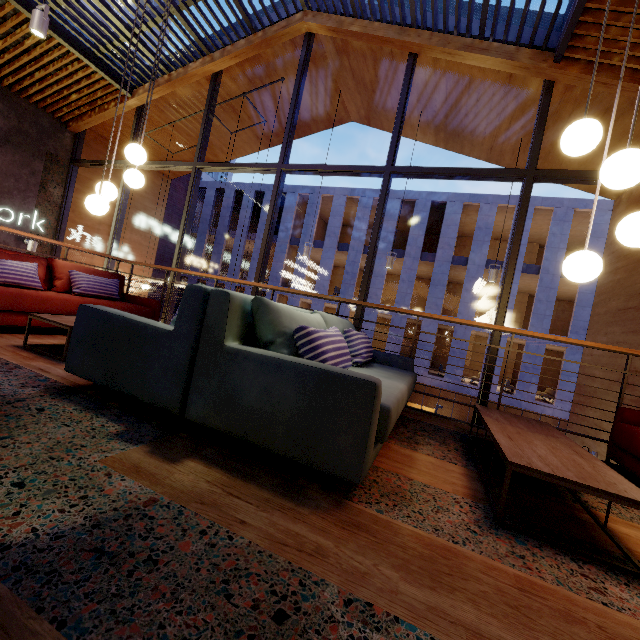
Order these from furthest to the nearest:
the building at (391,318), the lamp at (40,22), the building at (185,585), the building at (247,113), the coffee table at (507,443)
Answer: the building at (391,318)
the building at (247,113)
the lamp at (40,22)
the coffee table at (507,443)
the building at (185,585)

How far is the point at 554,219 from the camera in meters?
18.9 m

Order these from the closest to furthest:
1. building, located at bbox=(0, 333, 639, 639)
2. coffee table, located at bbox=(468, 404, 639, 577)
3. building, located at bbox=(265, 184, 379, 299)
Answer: building, located at bbox=(0, 333, 639, 639)
coffee table, located at bbox=(468, 404, 639, 577)
building, located at bbox=(265, 184, 379, 299)

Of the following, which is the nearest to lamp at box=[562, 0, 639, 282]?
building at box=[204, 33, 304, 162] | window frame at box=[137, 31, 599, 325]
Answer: window frame at box=[137, 31, 599, 325]

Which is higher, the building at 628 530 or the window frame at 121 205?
the window frame at 121 205

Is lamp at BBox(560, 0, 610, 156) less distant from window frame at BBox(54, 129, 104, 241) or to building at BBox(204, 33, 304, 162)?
window frame at BBox(54, 129, 104, 241)

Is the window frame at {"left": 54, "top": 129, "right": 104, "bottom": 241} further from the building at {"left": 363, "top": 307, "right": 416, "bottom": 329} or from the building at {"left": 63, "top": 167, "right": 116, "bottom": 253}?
the building at {"left": 363, "top": 307, "right": 416, "bottom": 329}

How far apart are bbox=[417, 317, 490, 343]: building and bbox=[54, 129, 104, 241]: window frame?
16.8 meters
